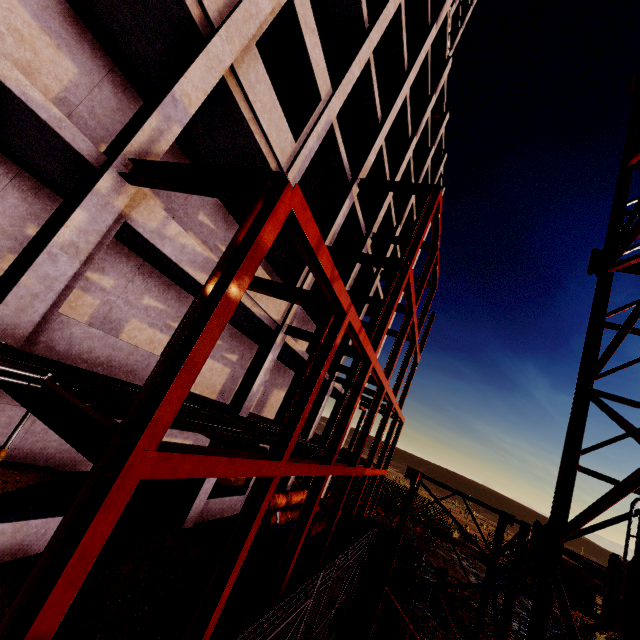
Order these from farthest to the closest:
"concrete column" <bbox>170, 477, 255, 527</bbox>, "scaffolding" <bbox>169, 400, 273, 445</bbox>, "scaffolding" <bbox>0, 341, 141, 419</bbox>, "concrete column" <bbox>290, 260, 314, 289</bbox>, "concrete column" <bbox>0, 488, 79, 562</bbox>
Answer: "concrete column" <bbox>290, 260, 314, 289</bbox>, "concrete column" <bbox>170, 477, 255, 527</bbox>, "concrete column" <bbox>0, 488, 79, 562</bbox>, "scaffolding" <bbox>169, 400, 273, 445</bbox>, "scaffolding" <bbox>0, 341, 141, 419</bbox>

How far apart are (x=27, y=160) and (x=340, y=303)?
7.9 meters

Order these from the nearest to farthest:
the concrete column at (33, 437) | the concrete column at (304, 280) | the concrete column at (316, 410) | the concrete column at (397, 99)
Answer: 1. the concrete column at (33, 437)
2. the concrete column at (304, 280)
3. the concrete column at (397, 99)
4. the concrete column at (316, 410)

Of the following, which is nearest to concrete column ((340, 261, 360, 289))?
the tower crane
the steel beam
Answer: the steel beam

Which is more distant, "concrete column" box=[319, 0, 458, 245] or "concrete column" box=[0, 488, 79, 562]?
"concrete column" box=[319, 0, 458, 245]

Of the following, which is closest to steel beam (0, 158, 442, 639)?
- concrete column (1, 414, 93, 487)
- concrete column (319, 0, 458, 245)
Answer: concrete column (319, 0, 458, 245)

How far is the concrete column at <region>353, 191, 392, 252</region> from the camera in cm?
1849

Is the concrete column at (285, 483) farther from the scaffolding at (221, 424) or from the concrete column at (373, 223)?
the scaffolding at (221, 424)
